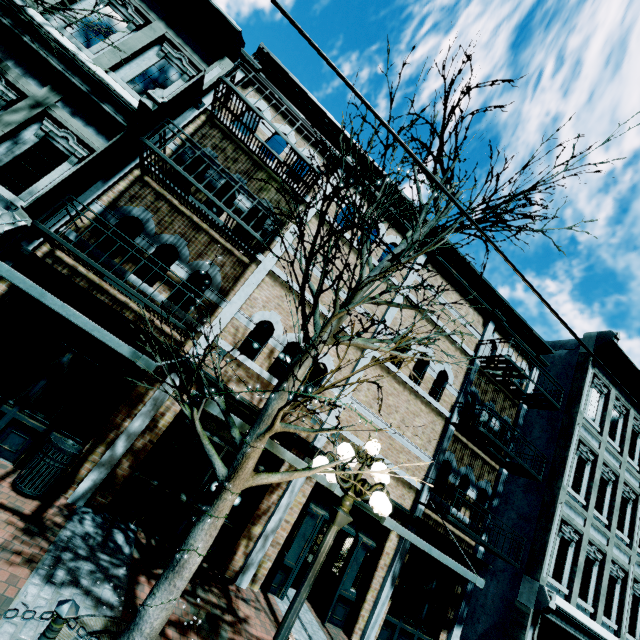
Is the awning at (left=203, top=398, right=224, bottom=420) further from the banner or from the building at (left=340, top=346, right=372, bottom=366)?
the banner

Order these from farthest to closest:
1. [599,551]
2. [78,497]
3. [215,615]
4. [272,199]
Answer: [599,551]
[272,199]
[78,497]
[215,615]

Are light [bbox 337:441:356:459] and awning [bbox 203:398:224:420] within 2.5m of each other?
yes

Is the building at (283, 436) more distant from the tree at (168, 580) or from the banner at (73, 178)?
the tree at (168, 580)

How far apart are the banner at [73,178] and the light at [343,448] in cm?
696

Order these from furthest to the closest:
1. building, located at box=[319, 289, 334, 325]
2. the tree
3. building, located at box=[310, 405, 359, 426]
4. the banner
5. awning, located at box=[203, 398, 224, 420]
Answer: building, located at box=[319, 289, 334, 325] < building, located at box=[310, 405, 359, 426] < the banner < awning, located at box=[203, 398, 224, 420] < the tree

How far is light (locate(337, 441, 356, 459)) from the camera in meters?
4.6 m

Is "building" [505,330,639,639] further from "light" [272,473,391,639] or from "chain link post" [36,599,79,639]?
"chain link post" [36,599,79,639]
